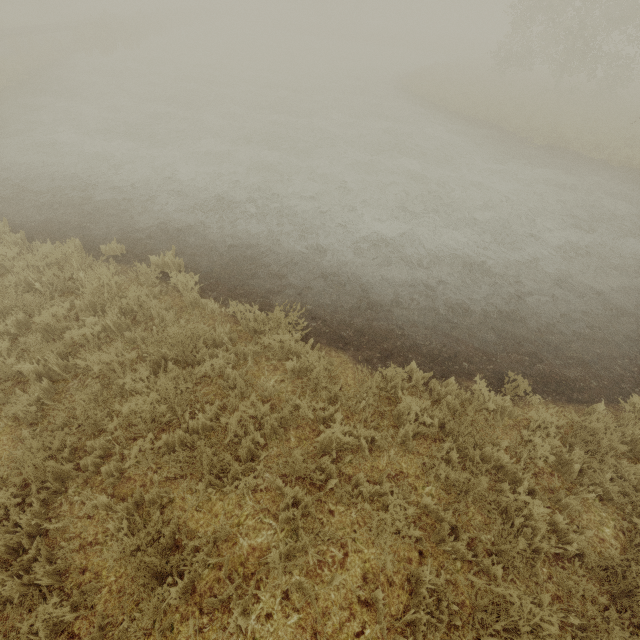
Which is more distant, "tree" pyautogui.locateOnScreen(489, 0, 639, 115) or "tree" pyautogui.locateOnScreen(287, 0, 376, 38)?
"tree" pyautogui.locateOnScreen(287, 0, 376, 38)

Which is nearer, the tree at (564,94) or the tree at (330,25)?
the tree at (564,94)

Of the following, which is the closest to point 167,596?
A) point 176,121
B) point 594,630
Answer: point 594,630
